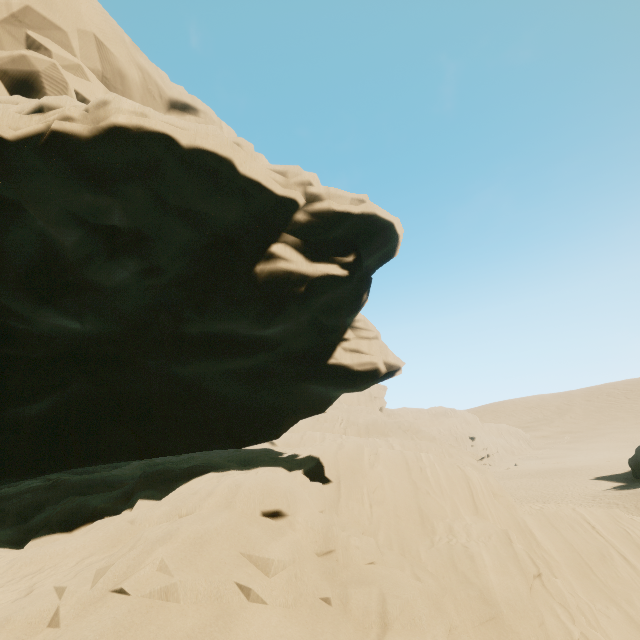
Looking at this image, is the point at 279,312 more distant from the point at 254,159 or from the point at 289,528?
the point at 289,528
